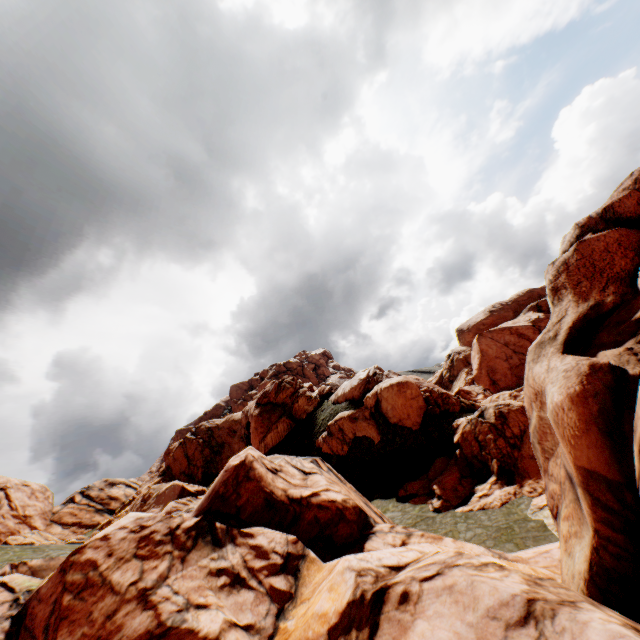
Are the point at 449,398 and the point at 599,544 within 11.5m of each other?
no
